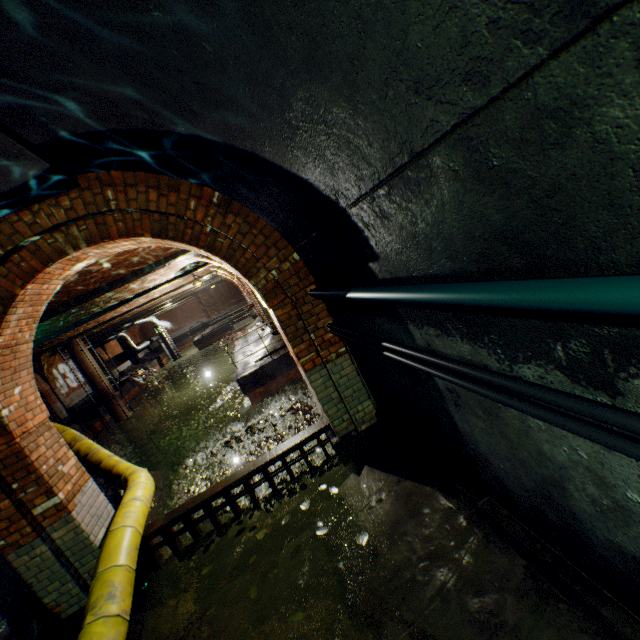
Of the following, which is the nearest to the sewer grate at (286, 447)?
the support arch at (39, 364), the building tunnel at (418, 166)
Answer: the building tunnel at (418, 166)

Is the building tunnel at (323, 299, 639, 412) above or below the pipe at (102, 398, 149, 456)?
above

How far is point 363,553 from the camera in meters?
3.3

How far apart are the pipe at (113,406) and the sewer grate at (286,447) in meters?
18.0

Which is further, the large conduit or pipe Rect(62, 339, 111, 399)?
pipe Rect(62, 339, 111, 399)

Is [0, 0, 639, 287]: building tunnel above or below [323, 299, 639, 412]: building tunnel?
above

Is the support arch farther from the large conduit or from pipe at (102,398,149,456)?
the large conduit

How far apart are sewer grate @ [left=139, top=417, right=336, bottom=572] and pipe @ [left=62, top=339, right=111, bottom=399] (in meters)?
17.99
